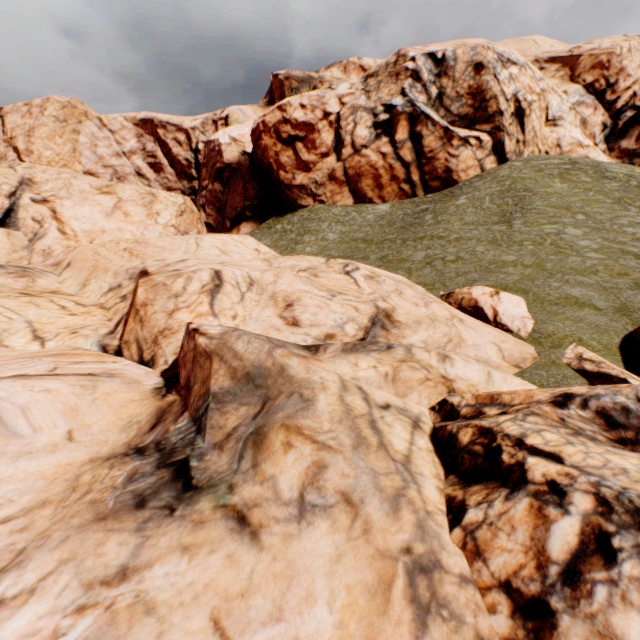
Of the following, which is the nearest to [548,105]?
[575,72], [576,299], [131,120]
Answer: [575,72]
